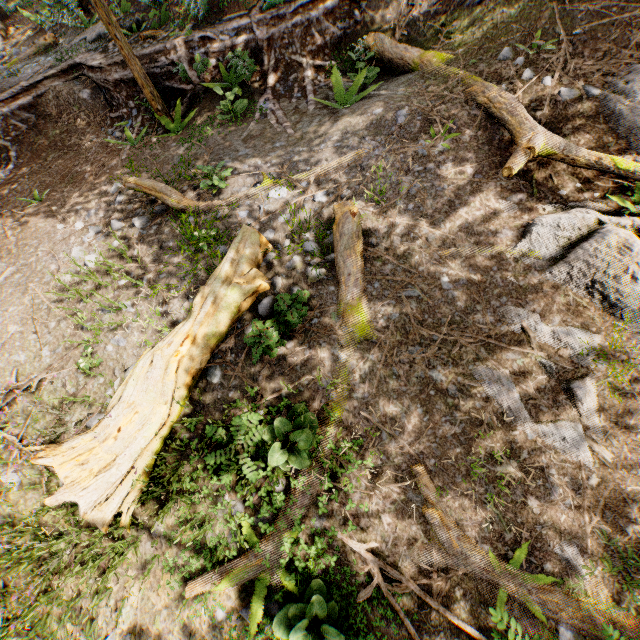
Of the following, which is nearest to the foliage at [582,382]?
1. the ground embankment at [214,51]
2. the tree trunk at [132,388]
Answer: the ground embankment at [214,51]

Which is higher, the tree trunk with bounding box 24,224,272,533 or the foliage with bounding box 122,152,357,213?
the foliage with bounding box 122,152,357,213

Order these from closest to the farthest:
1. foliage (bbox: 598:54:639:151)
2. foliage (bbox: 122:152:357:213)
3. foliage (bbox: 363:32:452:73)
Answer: foliage (bbox: 598:54:639:151) → foliage (bbox: 122:152:357:213) → foliage (bbox: 363:32:452:73)

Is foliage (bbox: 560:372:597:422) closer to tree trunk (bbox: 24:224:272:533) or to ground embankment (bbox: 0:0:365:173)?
ground embankment (bbox: 0:0:365:173)

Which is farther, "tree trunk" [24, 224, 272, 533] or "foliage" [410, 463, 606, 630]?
"tree trunk" [24, 224, 272, 533]

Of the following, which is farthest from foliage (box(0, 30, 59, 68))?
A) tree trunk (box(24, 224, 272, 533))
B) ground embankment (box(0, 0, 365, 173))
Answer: tree trunk (box(24, 224, 272, 533))

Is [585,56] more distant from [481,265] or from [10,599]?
[10,599]
